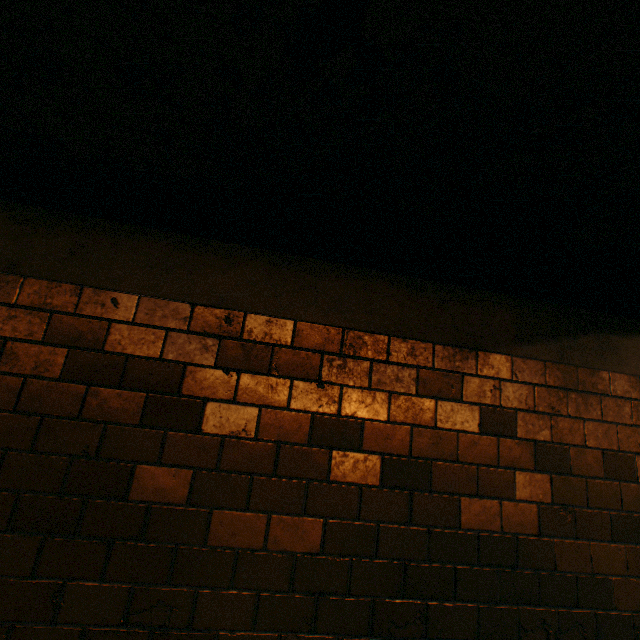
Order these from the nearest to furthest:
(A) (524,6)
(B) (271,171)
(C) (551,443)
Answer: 1. (A) (524,6)
2. (B) (271,171)
3. (C) (551,443)
